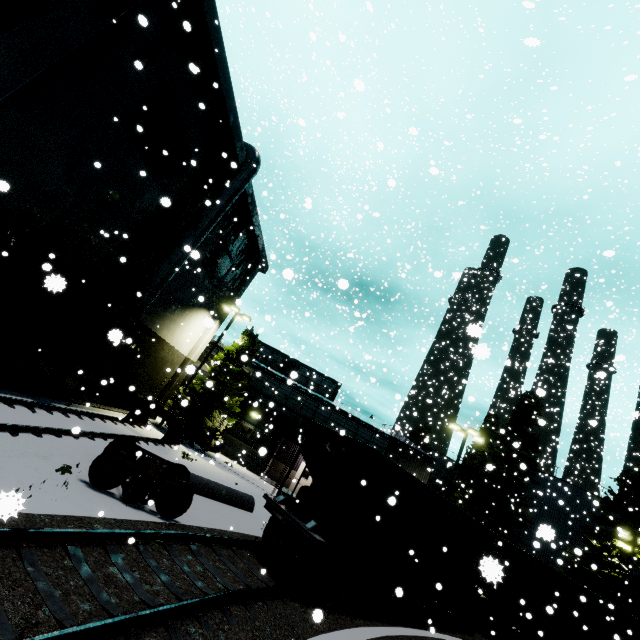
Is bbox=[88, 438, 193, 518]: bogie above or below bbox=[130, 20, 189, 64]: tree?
below

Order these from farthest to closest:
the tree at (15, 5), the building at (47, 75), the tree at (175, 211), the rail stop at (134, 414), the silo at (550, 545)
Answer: the silo at (550, 545) → the rail stop at (134, 414) → the tree at (175, 211) → the building at (47, 75) → the tree at (15, 5)

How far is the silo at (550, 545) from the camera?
24.7m

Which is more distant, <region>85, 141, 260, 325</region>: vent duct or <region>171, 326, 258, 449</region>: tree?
<region>171, 326, 258, 449</region>: tree

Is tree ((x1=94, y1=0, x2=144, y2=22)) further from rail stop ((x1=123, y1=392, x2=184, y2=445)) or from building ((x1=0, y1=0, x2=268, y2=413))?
rail stop ((x1=123, y1=392, x2=184, y2=445))

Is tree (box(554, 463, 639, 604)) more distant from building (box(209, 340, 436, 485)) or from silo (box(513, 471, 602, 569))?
building (box(209, 340, 436, 485))

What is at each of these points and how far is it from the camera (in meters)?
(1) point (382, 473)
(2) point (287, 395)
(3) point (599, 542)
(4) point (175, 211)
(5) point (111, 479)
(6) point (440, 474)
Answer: (1) coal car, 10.41
(2) building, 28.14
(3) tree, 26.59
(4) tree, 16.80
(5) bogie, 8.66
(6) silo, 51.84

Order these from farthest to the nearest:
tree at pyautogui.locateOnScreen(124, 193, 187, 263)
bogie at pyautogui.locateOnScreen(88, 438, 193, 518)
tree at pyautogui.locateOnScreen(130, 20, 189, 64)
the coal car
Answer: tree at pyautogui.locateOnScreen(124, 193, 187, 263)
tree at pyautogui.locateOnScreen(130, 20, 189, 64)
the coal car
bogie at pyautogui.locateOnScreen(88, 438, 193, 518)
